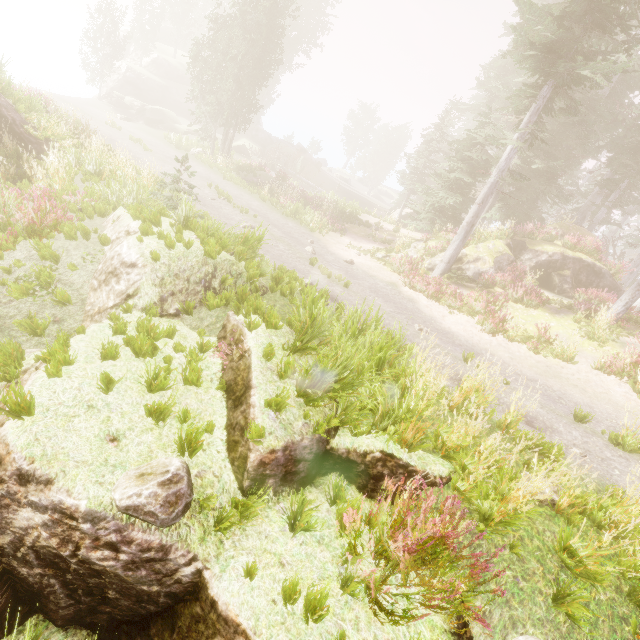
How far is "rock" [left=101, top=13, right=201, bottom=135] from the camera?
33.84m

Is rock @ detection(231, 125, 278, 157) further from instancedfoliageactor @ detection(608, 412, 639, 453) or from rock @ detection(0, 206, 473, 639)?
rock @ detection(0, 206, 473, 639)

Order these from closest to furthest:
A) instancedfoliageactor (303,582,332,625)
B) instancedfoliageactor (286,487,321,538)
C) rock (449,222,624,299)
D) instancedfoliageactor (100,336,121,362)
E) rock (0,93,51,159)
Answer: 1. instancedfoliageactor (303,582,332,625)
2. instancedfoliageactor (286,487,321,538)
3. instancedfoliageactor (100,336,121,362)
4. rock (0,93,51,159)
5. rock (449,222,624,299)

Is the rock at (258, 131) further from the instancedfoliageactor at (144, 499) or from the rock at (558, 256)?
the rock at (558, 256)

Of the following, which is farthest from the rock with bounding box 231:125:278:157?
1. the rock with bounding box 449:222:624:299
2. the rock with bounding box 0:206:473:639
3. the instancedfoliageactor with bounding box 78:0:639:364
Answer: the rock with bounding box 0:206:473:639

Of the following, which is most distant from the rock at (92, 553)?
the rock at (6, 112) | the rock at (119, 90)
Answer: the rock at (119, 90)

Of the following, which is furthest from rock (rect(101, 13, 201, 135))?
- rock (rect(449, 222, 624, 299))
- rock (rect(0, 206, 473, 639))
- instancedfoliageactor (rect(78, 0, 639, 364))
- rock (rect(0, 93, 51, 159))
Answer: rock (rect(0, 206, 473, 639))

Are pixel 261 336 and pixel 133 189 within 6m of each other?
no
